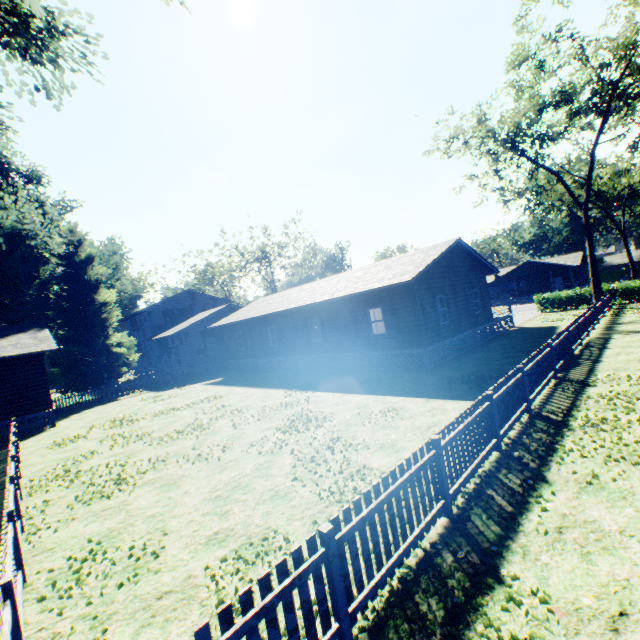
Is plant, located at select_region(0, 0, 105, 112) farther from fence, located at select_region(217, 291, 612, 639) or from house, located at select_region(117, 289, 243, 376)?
house, located at select_region(117, 289, 243, 376)

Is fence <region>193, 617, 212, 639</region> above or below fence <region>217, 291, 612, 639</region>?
above

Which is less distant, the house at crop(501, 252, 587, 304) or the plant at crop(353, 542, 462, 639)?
the plant at crop(353, 542, 462, 639)

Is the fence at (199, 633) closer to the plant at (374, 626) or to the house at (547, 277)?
the plant at (374, 626)

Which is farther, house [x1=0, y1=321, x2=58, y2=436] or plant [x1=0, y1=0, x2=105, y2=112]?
house [x1=0, y1=321, x2=58, y2=436]

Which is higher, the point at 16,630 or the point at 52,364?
the point at 52,364

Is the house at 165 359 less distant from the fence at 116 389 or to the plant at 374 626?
the fence at 116 389

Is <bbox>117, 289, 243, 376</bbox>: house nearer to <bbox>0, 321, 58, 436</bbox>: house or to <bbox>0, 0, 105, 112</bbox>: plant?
<bbox>0, 0, 105, 112</bbox>: plant
